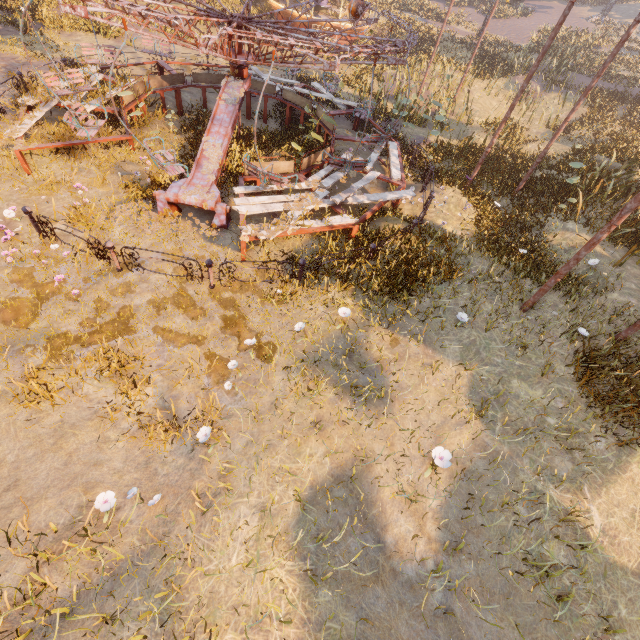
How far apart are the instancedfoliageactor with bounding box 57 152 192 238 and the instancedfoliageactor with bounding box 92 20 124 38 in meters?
14.1 m

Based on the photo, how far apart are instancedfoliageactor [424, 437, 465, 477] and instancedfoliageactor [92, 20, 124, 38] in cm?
2266

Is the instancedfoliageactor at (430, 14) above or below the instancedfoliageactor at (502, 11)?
below

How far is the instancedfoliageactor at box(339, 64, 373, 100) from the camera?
15.7 meters

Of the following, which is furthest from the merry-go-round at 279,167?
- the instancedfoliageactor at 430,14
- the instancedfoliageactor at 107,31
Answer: the instancedfoliageactor at 430,14

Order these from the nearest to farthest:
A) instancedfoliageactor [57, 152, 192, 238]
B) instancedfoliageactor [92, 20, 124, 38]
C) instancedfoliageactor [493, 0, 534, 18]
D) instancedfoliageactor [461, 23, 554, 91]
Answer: instancedfoliageactor [57, 152, 192, 238] < instancedfoliageactor [92, 20, 124, 38] < instancedfoliageactor [461, 23, 554, 91] < instancedfoliageactor [493, 0, 534, 18]

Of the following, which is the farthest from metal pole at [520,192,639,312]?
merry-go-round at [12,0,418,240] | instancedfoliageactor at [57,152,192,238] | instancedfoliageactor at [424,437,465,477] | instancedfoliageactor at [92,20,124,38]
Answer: instancedfoliageactor at [92,20,124,38]

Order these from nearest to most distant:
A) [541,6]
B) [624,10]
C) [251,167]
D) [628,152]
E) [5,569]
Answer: [5,569]
[251,167]
[628,152]
[624,10]
[541,6]
